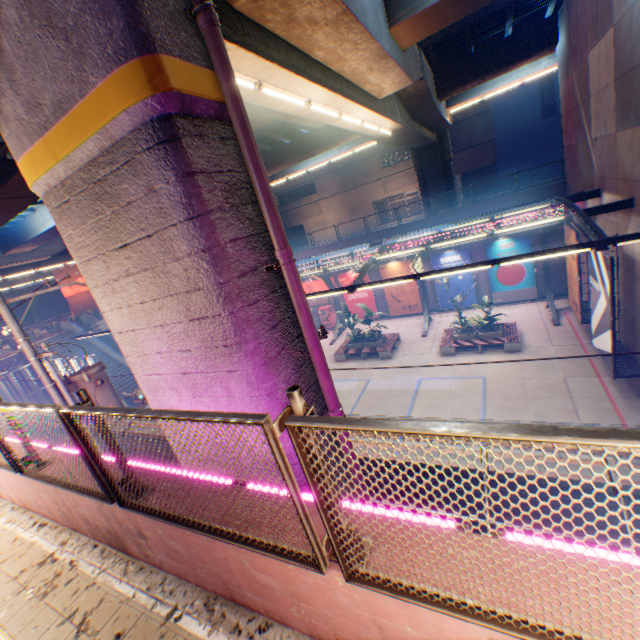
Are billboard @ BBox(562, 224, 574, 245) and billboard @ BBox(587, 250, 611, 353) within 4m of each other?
yes

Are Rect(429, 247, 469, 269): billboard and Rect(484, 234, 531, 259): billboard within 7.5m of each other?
yes

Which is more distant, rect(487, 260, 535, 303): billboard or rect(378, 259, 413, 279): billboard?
rect(378, 259, 413, 279): billboard

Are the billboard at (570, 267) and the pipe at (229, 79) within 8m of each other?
no

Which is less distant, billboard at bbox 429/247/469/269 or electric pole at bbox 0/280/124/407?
electric pole at bbox 0/280/124/407

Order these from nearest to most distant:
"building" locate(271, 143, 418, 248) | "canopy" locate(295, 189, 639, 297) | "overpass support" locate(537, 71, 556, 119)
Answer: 1. "canopy" locate(295, 189, 639, 297)
2. "building" locate(271, 143, 418, 248)
3. "overpass support" locate(537, 71, 556, 119)

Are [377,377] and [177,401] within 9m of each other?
no

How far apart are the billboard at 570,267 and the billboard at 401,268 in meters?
9.4 m
